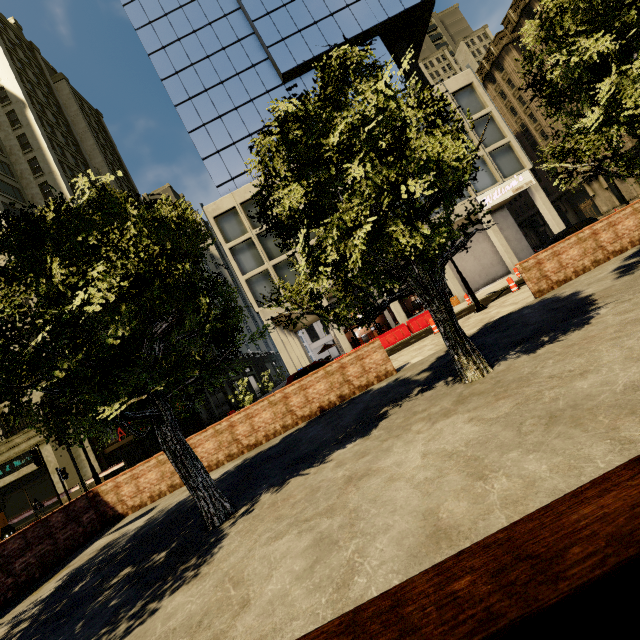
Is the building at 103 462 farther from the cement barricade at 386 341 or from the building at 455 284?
the cement barricade at 386 341

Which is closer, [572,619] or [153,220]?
[572,619]

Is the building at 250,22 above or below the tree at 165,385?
above

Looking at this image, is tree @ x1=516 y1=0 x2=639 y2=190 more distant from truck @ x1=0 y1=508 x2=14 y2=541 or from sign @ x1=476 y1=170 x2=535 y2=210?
sign @ x1=476 y1=170 x2=535 y2=210

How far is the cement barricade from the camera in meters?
20.5 m

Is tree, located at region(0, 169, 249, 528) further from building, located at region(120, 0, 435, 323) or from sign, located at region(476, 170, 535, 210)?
sign, located at region(476, 170, 535, 210)

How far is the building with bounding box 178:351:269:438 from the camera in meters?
29.4 m

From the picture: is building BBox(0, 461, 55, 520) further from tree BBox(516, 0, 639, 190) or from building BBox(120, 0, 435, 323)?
building BBox(120, 0, 435, 323)
